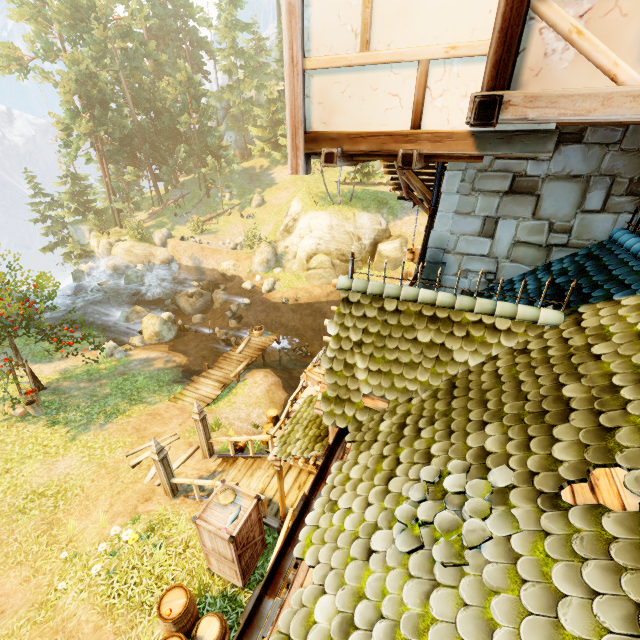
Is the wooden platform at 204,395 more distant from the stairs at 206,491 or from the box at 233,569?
the box at 233,569

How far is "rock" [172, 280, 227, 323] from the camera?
27.0 meters

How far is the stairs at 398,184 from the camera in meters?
8.1

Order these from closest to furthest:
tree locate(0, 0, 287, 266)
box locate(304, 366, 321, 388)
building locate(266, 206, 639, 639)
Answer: building locate(266, 206, 639, 639) < box locate(304, 366, 321, 388) < tree locate(0, 0, 287, 266)

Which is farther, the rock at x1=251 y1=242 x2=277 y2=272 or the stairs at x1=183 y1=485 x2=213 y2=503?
the rock at x1=251 y1=242 x2=277 y2=272

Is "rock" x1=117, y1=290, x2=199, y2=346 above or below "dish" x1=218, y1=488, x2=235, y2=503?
below

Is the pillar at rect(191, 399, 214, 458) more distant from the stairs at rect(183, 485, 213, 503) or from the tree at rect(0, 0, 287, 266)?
the tree at rect(0, 0, 287, 266)

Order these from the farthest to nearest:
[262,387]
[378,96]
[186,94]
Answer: [186,94]
[262,387]
[378,96]
